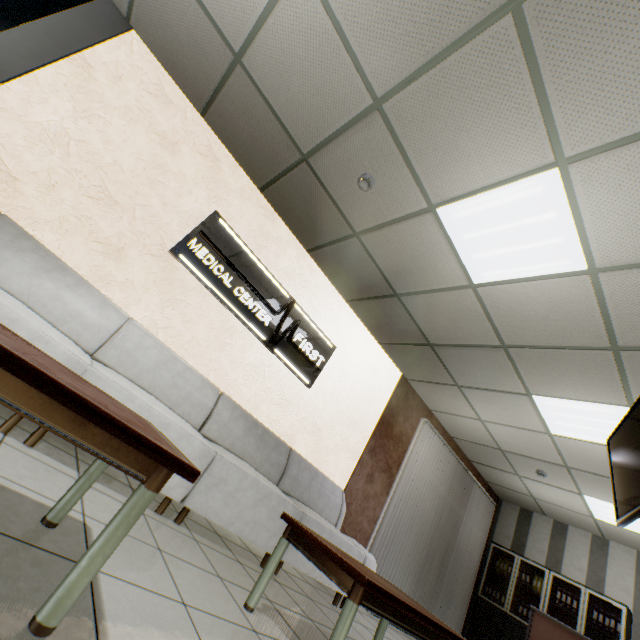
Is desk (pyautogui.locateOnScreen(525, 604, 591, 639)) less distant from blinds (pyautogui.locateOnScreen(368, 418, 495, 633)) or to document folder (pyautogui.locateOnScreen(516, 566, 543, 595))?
blinds (pyautogui.locateOnScreen(368, 418, 495, 633))

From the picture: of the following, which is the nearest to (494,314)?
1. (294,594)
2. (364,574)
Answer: (364,574)

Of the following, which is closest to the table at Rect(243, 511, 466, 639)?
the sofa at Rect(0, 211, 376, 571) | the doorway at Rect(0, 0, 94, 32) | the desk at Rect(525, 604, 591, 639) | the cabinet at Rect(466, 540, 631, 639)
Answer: the sofa at Rect(0, 211, 376, 571)

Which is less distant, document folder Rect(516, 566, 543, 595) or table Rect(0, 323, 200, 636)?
table Rect(0, 323, 200, 636)

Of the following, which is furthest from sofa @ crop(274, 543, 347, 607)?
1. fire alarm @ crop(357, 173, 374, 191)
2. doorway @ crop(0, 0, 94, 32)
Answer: fire alarm @ crop(357, 173, 374, 191)

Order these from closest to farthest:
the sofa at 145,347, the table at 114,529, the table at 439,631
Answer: the table at 114,529 → the table at 439,631 → the sofa at 145,347

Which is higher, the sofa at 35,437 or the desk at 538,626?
the desk at 538,626

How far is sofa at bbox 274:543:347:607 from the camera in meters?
3.1 m
